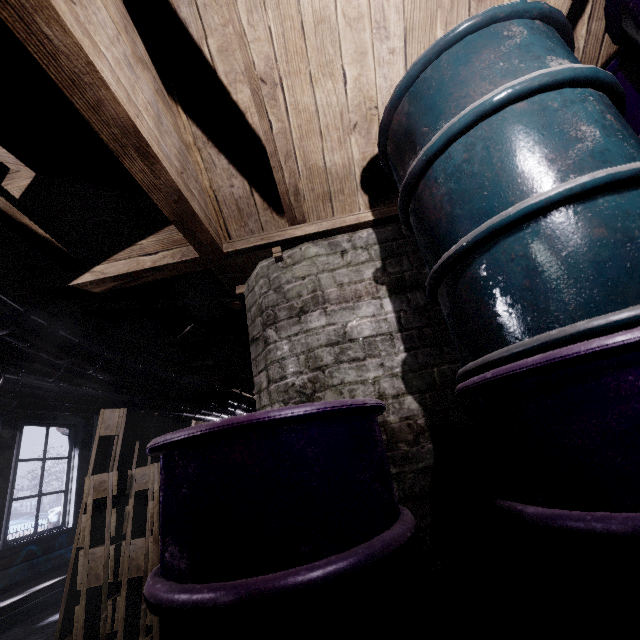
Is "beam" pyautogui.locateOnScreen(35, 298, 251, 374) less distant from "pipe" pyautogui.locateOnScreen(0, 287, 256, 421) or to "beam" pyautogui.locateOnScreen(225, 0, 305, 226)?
"pipe" pyautogui.locateOnScreen(0, 287, 256, 421)

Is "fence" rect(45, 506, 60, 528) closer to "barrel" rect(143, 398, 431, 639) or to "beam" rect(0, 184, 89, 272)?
"beam" rect(0, 184, 89, 272)

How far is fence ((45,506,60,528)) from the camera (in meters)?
8.84

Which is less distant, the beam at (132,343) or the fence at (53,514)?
the beam at (132,343)

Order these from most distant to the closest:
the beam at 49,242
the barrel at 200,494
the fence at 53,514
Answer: the fence at 53,514 < the beam at 49,242 < the barrel at 200,494

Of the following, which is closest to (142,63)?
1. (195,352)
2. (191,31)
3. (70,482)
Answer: (191,31)

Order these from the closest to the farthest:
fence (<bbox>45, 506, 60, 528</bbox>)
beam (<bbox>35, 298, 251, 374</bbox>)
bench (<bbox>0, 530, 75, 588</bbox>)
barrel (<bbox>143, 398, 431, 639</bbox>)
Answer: barrel (<bbox>143, 398, 431, 639</bbox>) < beam (<bbox>35, 298, 251, 374</bbox>) < bench (<bbox>0, 530, 75, 588</bbox>) < fence (<bbox>45, 506, 60, 528</bbox>)

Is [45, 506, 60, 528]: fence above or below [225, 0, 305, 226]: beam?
below
